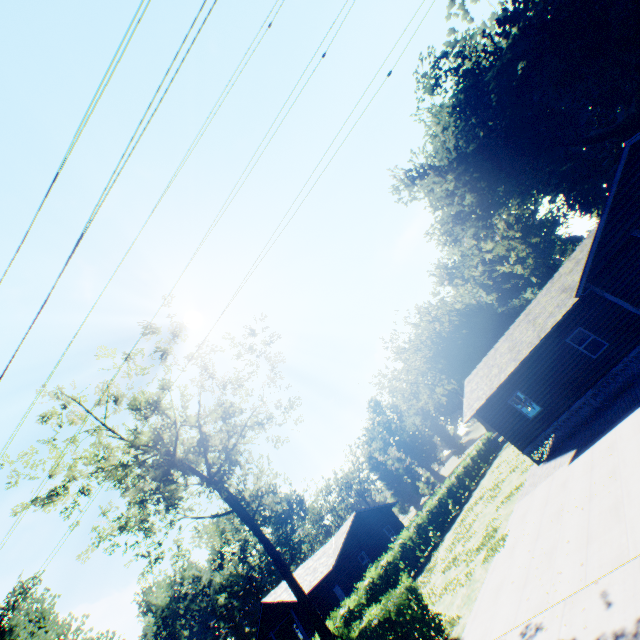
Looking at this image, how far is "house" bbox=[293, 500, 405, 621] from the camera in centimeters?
3006cm

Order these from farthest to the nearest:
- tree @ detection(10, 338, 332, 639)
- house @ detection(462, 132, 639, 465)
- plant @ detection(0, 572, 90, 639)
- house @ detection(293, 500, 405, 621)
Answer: house @ detection(293, 500, 405, 621), plant @ detection(0, 572, 90, 639), tree @ detection(10, 338, 332, 639), house @ detection(462, 132, 639, 465)

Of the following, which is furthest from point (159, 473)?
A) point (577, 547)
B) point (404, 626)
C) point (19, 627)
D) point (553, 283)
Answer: point (19, 627)

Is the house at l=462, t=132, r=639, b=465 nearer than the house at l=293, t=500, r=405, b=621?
Yes

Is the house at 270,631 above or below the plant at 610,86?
below

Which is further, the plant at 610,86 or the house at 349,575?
the house at 349,575

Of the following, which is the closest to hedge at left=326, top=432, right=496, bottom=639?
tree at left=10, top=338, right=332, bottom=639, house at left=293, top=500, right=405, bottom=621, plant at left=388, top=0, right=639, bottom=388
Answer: tree at left=10, top=338, right=332, bottom=639

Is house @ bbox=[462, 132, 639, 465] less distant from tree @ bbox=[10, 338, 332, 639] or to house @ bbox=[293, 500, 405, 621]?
tree @ bbox=[10, 338, 332, 639]
